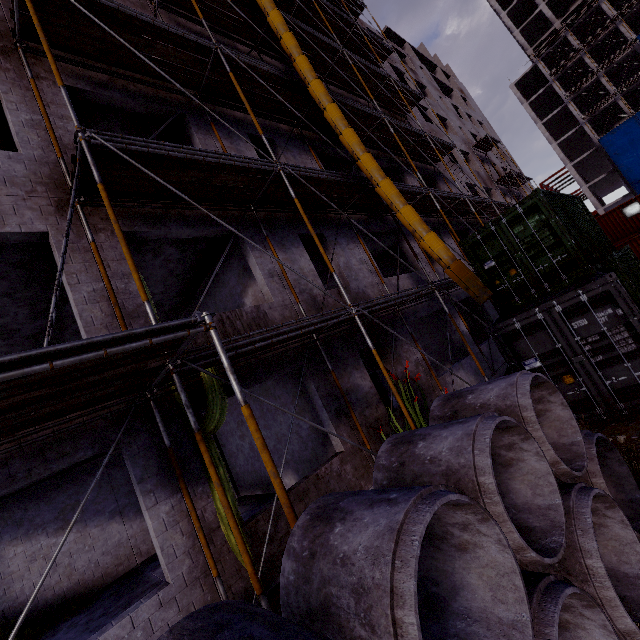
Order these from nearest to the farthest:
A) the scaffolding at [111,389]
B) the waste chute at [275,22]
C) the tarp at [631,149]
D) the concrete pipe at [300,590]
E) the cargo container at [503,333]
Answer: the concrete pipe at [300,590], the scaffolding at [111,389], the cargo container at [503,333], the waste chute at [275,22], the tarp at [631,149]

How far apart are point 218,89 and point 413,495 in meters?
11.7 m

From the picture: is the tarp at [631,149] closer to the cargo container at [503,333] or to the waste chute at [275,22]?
the cargo container at [503,333]

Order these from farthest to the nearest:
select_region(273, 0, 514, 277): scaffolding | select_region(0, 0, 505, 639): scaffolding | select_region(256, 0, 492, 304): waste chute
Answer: select_region(273, 0, 514, 277): scaffolding, select_region(256, 0, 492, 304): waste chute, select_region(0, 0, 505, 639): scaffolding

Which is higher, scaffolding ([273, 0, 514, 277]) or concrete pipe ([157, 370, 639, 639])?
scaffolding ([273, 0, 514, 277])

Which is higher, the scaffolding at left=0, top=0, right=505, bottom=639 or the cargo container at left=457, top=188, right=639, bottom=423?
the scaffolding at left=0, top=0, right=505, bottom=639

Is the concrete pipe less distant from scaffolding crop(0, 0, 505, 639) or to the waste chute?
scaffolding crop(0, 0, 505, 639)

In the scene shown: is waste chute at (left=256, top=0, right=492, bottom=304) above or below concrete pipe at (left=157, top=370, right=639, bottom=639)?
above
